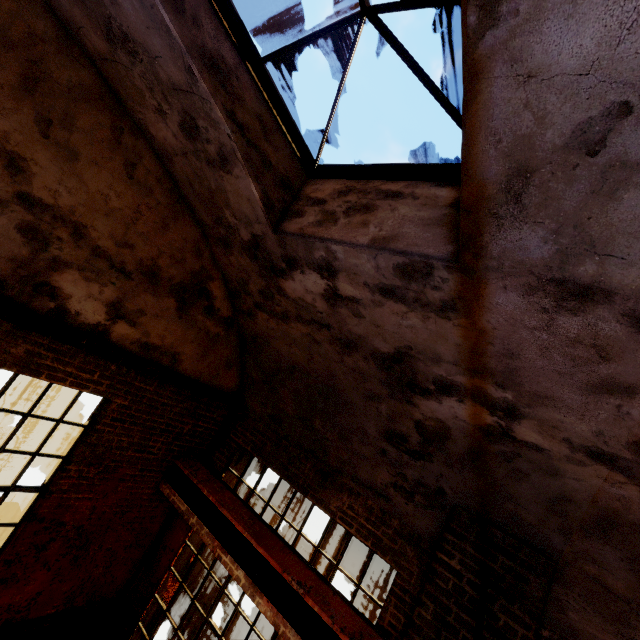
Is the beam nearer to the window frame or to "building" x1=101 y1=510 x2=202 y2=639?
"building" x1=101 y1=510 x2=202 y2=639

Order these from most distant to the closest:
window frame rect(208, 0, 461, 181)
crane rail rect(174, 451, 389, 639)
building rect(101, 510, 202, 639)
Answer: building rect(101, 510, 202, 639) < crane rail rect(174, 451, 389, 639) < window frame rect(208, 0, 461, 181)

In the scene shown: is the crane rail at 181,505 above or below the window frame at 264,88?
below

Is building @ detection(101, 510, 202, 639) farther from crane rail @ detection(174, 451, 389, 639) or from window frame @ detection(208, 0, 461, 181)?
window frame @ detection(208, 0, 461, 181)

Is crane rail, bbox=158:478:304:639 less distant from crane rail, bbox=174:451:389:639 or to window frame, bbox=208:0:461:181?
crane rail, bbox=174:451:389:639

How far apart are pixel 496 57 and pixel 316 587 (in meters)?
5.00

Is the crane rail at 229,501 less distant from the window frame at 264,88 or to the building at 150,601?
the building at 150,601

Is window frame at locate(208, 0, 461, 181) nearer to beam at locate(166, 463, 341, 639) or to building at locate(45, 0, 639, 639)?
building at locate(45, 0, 639, 639)
